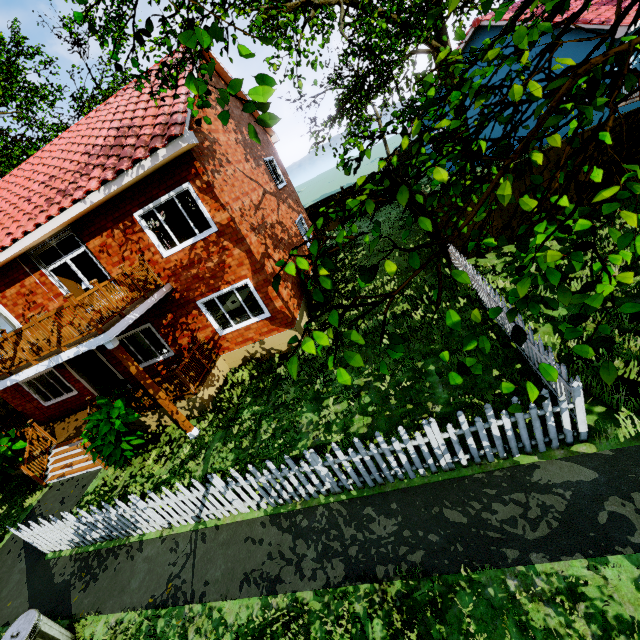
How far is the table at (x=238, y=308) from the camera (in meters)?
12.60

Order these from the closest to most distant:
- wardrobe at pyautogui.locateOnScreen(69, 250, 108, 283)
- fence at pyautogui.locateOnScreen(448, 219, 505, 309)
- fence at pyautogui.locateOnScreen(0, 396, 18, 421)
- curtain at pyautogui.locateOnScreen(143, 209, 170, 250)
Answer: fence at pyautogui.locateOnScreen(448, 219, 505, 309), curtain at pyautogui.locateOnScreen(143, 209, 170, 250), wardrobe at pyautogui.locateOnScreen(69, 250, 108, 283), fence at pyautogui.locateOnScreen(0, 396, 18, 421)

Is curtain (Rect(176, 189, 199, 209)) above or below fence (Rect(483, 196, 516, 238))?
above

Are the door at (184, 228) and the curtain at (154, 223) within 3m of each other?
yes

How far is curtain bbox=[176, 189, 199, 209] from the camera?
8.81m

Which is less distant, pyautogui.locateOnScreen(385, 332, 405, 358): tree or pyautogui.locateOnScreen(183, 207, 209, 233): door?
pyautogui.locateOnScreen(385, 332, 405, 358): tree

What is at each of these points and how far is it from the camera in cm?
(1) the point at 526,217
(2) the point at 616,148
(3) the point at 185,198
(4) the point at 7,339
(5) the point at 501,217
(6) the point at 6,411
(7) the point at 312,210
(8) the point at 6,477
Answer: (1) fence, 984
(2) fence, 876
(3) curtain, 888
(4) wooden rail, 788
(5) fence, 991
(6) fence, 1731
(7) fence, 2288
(8) plant, 1049

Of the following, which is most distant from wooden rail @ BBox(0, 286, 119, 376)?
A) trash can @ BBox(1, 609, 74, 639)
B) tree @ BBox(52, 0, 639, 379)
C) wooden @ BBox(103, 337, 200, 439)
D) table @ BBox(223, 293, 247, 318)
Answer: trash can @ BBox(1, 609, 74, 639)
